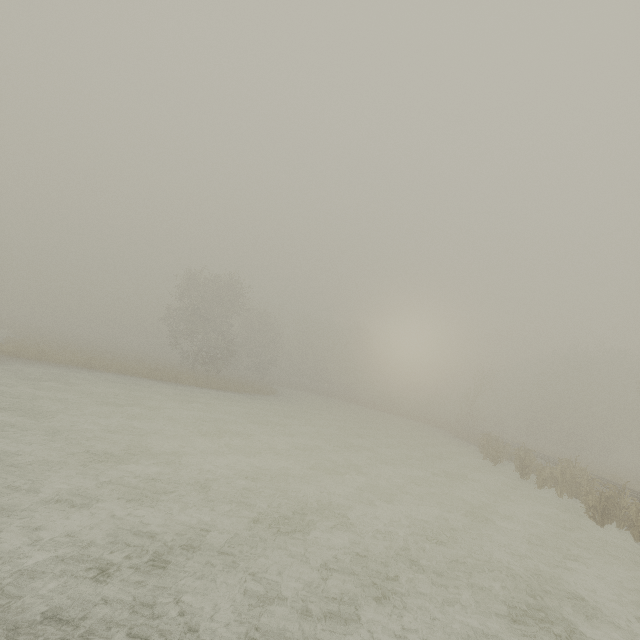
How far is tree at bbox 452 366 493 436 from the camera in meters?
39.3

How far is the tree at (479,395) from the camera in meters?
39.3 m

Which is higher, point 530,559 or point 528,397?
point 528,397
